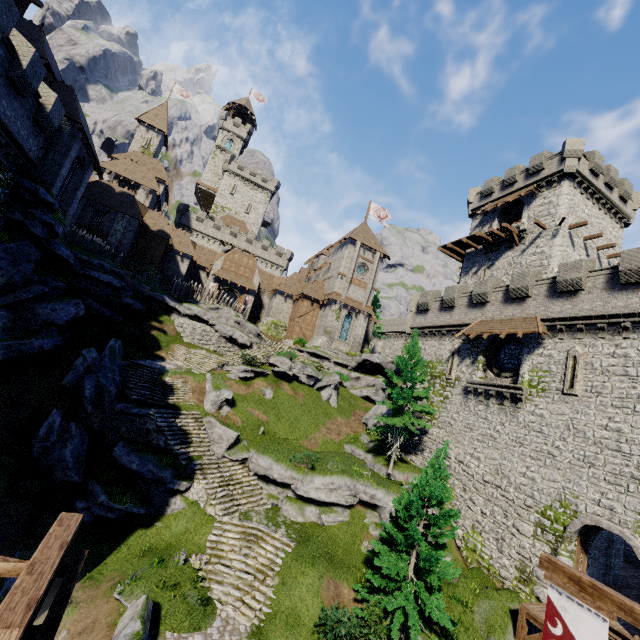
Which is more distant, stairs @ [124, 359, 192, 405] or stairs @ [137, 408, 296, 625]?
stairs @ [124, 359, 192, 405]

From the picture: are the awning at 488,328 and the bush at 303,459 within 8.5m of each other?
no

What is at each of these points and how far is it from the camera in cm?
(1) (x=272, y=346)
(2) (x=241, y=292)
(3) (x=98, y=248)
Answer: (1) stairs, 3828
(2) double door, 4356
(3) wooden spike, 2828

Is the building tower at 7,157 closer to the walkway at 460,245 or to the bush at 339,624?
the bush at 339,624

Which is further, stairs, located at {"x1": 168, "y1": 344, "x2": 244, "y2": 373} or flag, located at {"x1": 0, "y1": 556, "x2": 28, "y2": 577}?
stairs, located at {"x1": 168, "y1": 344, "x2": 244, "y2": 373}

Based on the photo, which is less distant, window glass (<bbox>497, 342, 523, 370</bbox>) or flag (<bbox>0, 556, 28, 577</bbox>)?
flag (<bbox>0, 556, 28, 577</bbox>)

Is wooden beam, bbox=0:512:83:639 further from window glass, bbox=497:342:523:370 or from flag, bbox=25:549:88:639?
window glass, bbox=497:342:523:370

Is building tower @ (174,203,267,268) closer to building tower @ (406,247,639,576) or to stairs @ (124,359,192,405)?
building tower @ (406,247,639,576)
